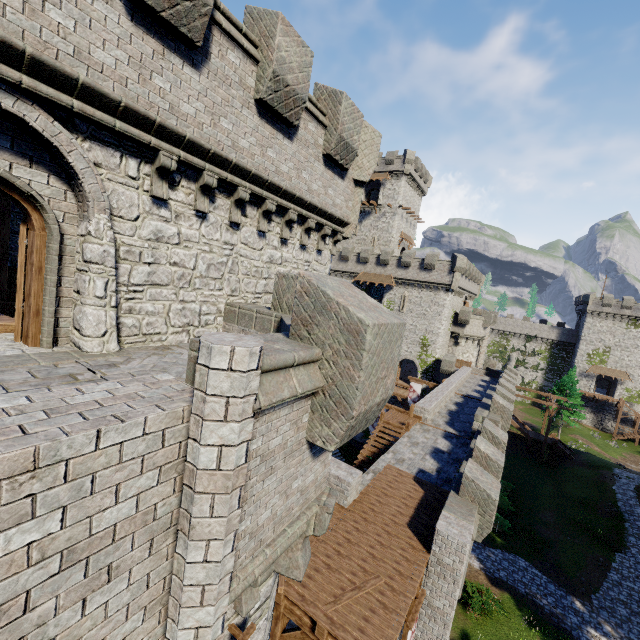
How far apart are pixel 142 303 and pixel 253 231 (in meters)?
3.54

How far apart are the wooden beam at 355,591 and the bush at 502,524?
23.3m

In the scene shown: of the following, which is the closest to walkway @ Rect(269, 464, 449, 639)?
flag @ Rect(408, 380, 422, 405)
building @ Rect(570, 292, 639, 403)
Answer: flag @ Rect(408, 380, 422, 405)

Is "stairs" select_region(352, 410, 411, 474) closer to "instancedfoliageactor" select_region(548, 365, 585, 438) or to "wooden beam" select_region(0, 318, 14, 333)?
"wooden beam" select_region(0, 318, 14, 333)

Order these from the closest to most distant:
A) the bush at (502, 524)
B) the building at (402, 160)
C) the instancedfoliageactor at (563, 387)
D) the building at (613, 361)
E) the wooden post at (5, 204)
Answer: the wooden post at (5, 204) < the bush at (502, 524) < the instancedfoliageactor at (563, 387) < the building at (402, 160) < the building at (613, 361)

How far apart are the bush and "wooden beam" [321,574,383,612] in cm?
2327

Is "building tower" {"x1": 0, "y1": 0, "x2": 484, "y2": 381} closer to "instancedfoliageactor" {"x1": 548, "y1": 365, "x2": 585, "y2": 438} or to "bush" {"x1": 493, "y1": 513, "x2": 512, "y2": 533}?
"bush" {"x1": 493, "y1": 513, "x2": 512, "y2": 533}

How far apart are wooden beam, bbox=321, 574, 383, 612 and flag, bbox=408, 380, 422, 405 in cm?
2277
